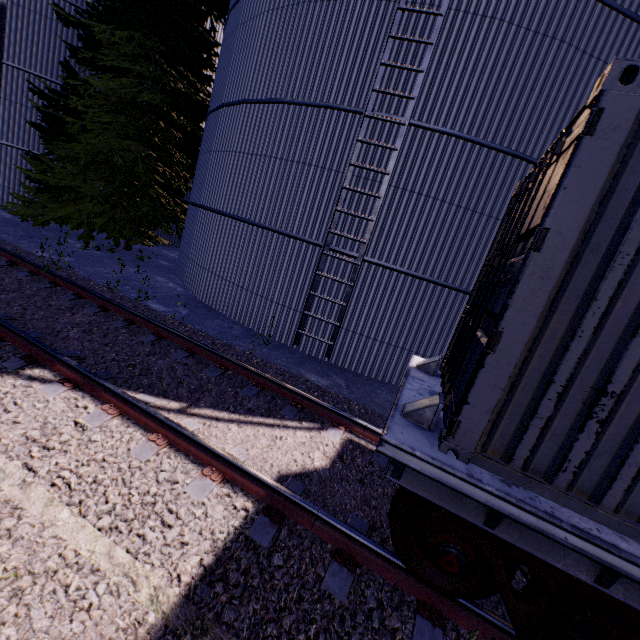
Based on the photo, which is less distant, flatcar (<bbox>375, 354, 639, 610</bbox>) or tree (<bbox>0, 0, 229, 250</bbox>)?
flatcar (<bbox>375, 354, 639, 610</bbox>)

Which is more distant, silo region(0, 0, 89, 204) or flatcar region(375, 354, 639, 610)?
silo region(0, 0, 89, 204)

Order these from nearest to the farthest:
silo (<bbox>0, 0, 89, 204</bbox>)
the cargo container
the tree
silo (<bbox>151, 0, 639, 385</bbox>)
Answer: the cargo container → silo (<bbox>151, 0, 639, 385</bbox>) → the tree → silo (<bbox>0, 0, 89, 204</bbox>)

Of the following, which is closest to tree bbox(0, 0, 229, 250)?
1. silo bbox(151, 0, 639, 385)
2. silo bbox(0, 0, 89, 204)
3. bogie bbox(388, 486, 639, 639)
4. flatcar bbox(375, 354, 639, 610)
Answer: silo bbox(151, 0, 639, 385)

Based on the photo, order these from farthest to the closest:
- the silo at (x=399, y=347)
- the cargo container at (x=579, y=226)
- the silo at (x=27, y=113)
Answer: the silo at (x=27, y=113) < the silo at (x=399, y=347) < the cargo container at (x=579, y=226)

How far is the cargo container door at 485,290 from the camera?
2.3m

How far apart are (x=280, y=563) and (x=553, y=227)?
3.3m

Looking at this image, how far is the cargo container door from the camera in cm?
229
